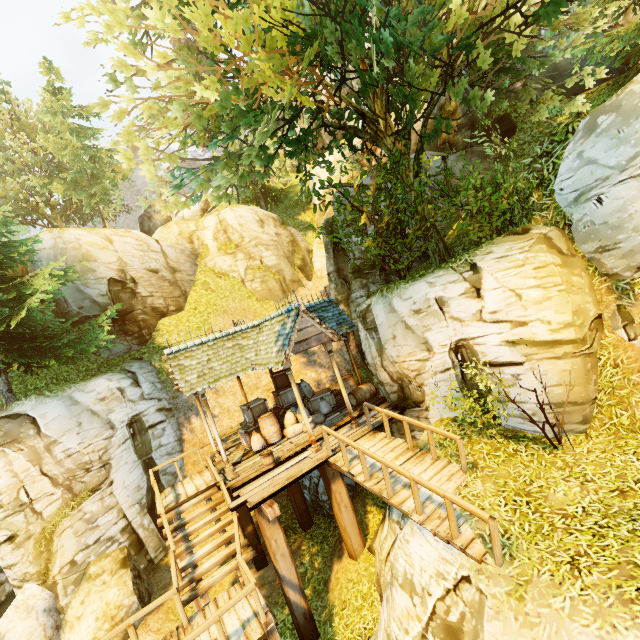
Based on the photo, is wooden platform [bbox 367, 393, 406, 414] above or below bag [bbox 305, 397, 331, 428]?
below

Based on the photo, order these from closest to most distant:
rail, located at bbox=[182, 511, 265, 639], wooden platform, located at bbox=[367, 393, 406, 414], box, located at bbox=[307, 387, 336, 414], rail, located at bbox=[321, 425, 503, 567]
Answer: rail, located at bbox=[321, 425, 503, 567] < rail, located at bbox=[182, 511, 265, 639] < wooden platform, located at bbox=[367, 393, 406, 414] < box, located at bbox=[307, 387, 336, 414]

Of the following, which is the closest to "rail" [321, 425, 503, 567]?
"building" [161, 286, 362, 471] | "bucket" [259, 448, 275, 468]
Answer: "building" [161, 286, 362, 471]

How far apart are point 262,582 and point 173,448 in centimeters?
656cm

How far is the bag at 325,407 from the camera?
11.9m

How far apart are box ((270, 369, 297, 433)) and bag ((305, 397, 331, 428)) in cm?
64

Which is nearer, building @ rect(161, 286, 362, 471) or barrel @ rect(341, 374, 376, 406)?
building @ rect(161, 286, 362, 471)

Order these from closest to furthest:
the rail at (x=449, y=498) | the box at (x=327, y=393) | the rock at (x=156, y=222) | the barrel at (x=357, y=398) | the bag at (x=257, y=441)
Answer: the rail at (x=449, y=498)
the bag at (x=257, y=441)
the barrel at (x=357, y=398)
the box at (x=327, y=393)
the rock at (x=156, y=222)
